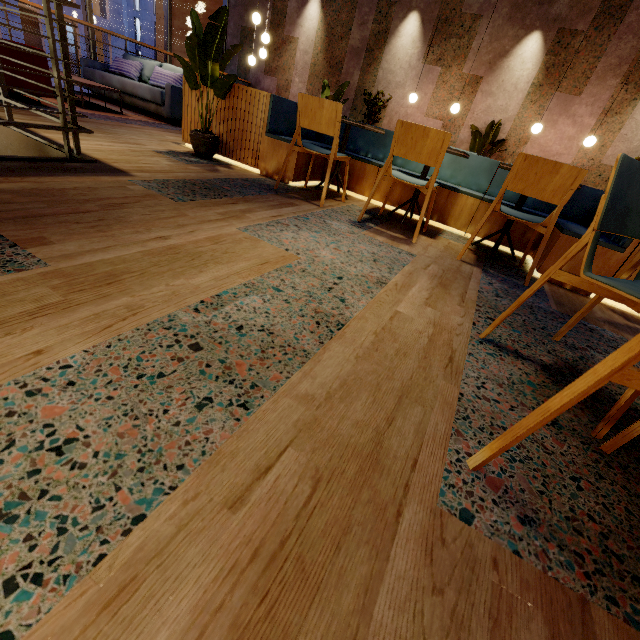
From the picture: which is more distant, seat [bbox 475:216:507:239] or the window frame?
the window frame

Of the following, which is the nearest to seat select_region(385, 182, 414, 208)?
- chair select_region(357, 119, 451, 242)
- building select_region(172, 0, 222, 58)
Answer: chair select_region(357, 119, 451, 242)

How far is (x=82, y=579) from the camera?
0.5 meters

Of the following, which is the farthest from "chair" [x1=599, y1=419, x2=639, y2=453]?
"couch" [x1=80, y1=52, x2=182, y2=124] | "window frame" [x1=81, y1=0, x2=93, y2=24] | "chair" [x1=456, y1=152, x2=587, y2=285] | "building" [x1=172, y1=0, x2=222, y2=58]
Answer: "building" [x1=172, y1=0, x2=222, y2=58]

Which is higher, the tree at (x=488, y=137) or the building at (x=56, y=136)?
the tree at (x=488, y=137)

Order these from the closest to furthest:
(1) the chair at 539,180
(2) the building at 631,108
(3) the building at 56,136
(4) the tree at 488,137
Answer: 1. (1) the chair at 539,180
2. (3) the building at 56,136
3. (2) the building at 631,108
4. (4) the tree at 488,137

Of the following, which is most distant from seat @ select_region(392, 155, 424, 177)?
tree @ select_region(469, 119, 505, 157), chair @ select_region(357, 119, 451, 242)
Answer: tree @ select_region(469, 119, 505, 157)

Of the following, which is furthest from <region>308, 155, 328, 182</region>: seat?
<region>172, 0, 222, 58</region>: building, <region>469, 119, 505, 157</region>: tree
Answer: <region>172, 0, 222, 58</region>: building
